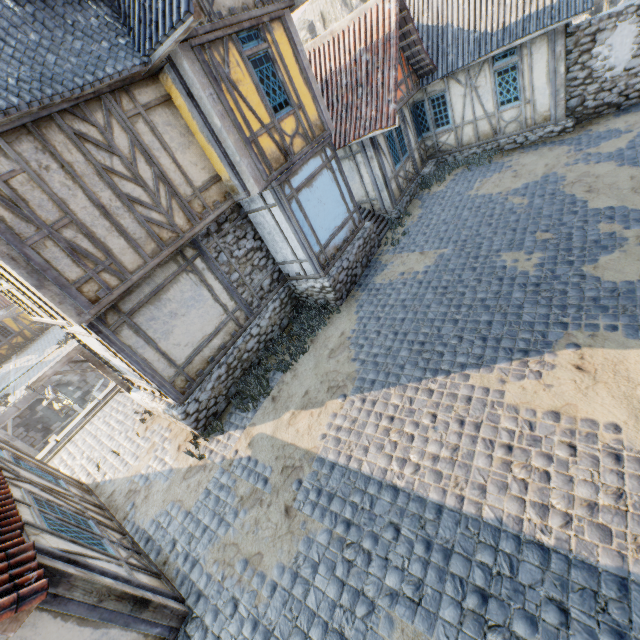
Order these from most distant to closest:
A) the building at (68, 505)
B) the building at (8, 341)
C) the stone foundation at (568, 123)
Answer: the building at (8, 341) → the stone foundation at (568, 123) → the building at (68, 505)

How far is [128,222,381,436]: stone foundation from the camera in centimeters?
816cm

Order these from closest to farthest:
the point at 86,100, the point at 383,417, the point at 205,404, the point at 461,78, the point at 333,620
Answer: the point at 333,620 → the point at 86,100 → the point at 383,417 → the point at 205,404 → the point at 461,78

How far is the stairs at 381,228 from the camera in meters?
12.1 m

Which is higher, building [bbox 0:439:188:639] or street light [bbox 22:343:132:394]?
street light [bbox 22:343:132:394]

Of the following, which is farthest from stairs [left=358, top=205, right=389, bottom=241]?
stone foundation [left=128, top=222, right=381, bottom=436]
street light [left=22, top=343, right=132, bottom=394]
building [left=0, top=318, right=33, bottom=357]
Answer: building [left=0, top=318, right=33, bottom=357]

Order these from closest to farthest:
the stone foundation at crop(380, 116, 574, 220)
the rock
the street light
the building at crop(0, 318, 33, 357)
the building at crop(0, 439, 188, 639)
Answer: the building at crop(0, 439, 188, 639)
the street light
the stone foundation at crop(380, 116, 574, 220)
the building at crop(0, 318, 33, 357)
the rock

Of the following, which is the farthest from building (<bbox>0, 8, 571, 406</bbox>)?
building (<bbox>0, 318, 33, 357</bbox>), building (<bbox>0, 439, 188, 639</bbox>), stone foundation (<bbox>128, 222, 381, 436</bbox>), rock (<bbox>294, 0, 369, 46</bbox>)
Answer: building (<bbox>0, 318, 33, 357</bbox>)
